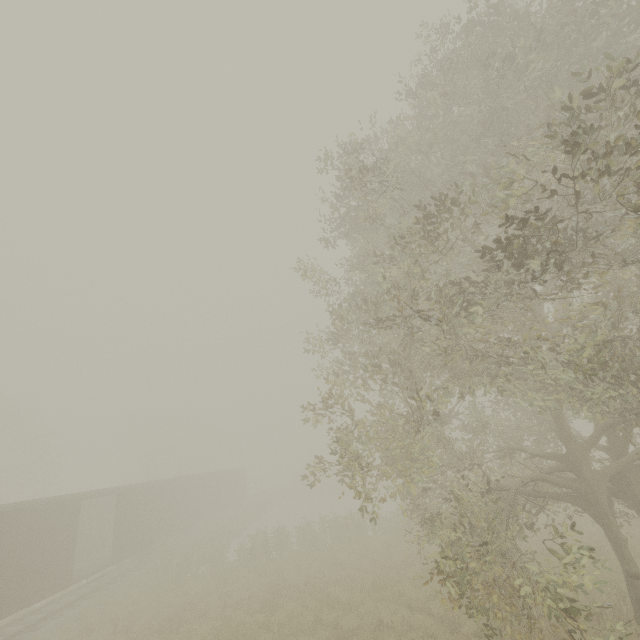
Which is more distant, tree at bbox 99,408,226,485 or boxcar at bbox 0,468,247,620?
tree at bbox 99,408,226,485

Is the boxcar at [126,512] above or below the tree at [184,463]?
below

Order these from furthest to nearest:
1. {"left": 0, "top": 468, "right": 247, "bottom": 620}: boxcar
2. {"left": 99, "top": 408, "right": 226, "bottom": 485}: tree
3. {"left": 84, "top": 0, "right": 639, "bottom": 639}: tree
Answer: {"left": 99, "top": 408, "right": 226, "bottom": 485}: tree → {"left": 0, "top": 468, "right": 247, "bottom": 620}: boxcar → {"left": 84, "top": 0, "right": 639, "bottom": 639}: tree

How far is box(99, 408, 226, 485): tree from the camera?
43.4m

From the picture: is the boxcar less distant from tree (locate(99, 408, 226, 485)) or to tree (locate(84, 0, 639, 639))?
tree (locate(84, 0, 639, 639))

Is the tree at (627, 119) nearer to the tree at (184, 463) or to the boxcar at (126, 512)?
the boxcar at (126, 512)

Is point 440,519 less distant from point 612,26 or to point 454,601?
point 454,601

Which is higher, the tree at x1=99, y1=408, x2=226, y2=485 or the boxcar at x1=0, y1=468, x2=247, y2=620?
the tree at x1=99, y1=408, x2=226, y2=485
